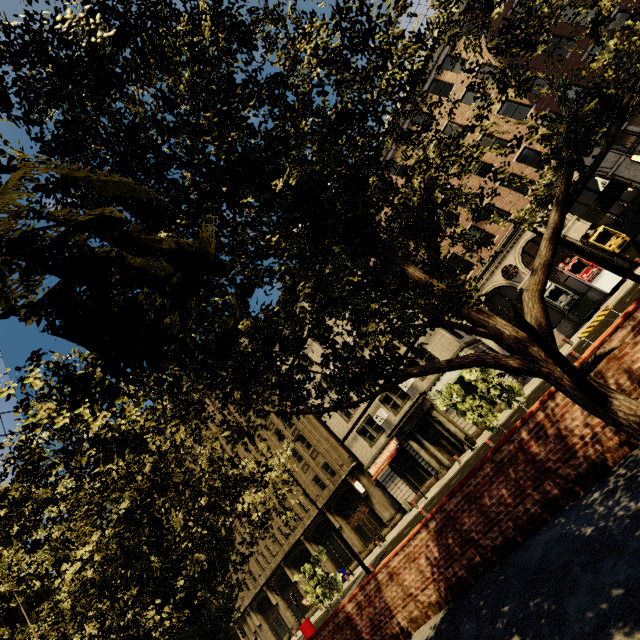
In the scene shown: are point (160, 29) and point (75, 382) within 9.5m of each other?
yes

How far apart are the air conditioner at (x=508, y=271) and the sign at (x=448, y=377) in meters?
5.9 m

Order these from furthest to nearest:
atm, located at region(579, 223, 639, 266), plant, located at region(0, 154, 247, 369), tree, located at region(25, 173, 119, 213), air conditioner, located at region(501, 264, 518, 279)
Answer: air conditioner, located at region(501, 264, 518, 279)
atm, located at region(579, 223, 639, 266)
tree, located at region(25, 173, 119, 213)
plant, located at region(0, 154, 247, 369)

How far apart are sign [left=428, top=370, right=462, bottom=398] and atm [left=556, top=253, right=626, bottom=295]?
8.0m

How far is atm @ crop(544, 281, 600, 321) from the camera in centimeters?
1900cm

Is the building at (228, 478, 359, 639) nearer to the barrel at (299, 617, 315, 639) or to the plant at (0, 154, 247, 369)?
the barrel at (299, 617, 315, 639)

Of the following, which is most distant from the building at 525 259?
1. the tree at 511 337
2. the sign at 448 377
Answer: the tree at 511 337

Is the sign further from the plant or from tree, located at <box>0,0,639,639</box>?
the plant
